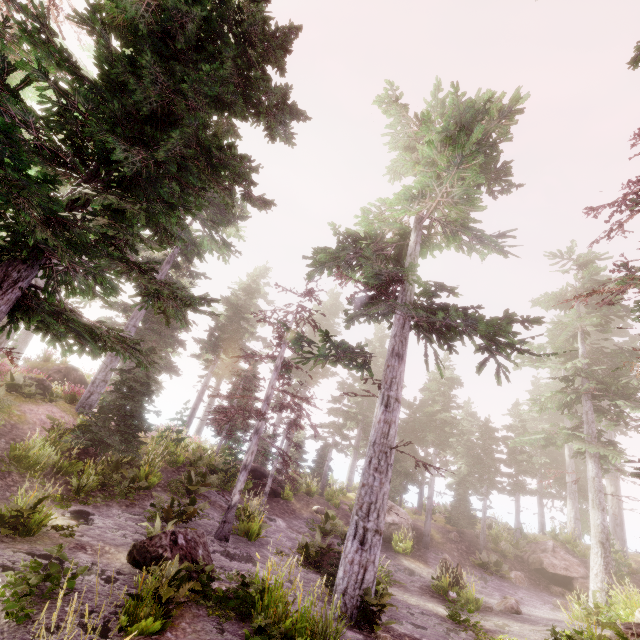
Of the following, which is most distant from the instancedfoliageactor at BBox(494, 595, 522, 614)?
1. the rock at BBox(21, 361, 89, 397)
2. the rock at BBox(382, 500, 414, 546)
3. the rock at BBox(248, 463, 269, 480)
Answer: the rock at BBox(248, 463, 269, 480)

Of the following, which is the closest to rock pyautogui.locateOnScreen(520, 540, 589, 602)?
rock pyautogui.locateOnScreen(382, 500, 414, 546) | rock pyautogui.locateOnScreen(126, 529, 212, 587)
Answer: rock pyautogui.locateOnScreen(382, 500, 414, 546)

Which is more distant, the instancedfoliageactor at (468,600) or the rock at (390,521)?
the rock at (390,521)

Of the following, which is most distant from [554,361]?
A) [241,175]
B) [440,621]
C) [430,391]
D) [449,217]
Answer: [241,175]

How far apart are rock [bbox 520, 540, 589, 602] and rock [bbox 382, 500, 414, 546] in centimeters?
747cm

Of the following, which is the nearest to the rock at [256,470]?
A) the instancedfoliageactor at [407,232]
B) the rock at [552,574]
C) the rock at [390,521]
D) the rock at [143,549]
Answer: the instancedfoliageactor at [407,232]

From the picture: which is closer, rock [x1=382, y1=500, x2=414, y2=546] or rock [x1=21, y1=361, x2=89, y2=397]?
rock [x1=21, y1=361, x2=89, y2=397]

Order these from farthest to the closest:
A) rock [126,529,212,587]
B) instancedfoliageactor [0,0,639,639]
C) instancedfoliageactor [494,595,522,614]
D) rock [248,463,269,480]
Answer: rock [248,463,269,480] < instancedfoliageactor [494,595,522,614] < rock [126,529,212,587] < instancedfoliageactor [0,0,639,639]
